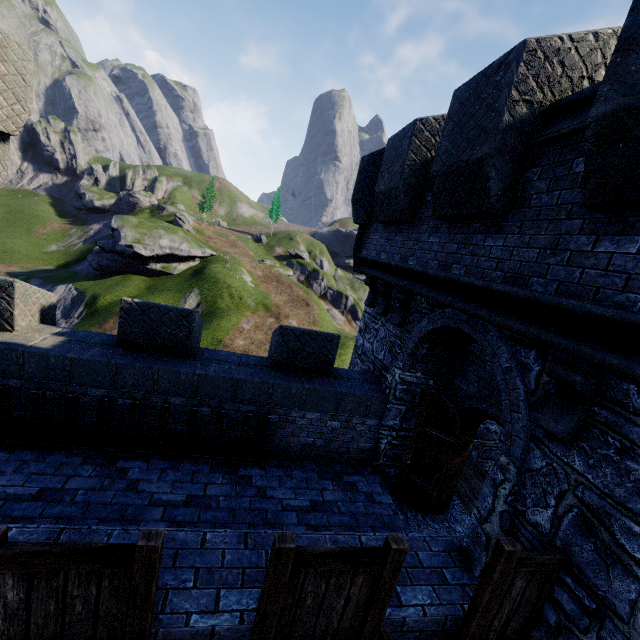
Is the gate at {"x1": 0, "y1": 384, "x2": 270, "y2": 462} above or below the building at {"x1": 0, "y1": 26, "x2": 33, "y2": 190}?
below

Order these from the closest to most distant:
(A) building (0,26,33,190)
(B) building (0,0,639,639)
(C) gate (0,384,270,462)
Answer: (B) building (0,0,639,639) → (C) gate (0,384,270,462) → (A) building (0,26,33,190)

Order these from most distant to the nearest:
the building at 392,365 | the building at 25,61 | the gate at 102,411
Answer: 1. the building at 25,61
2. the gate at 102,411
3. the building at 392,365

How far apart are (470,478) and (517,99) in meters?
8.2

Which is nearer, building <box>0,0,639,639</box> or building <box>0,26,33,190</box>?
building <box>0,0,639,639</box>

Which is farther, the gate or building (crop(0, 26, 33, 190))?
building (crop(0, 26, 33, 190))

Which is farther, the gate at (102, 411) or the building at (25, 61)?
the building at (25, 61)
